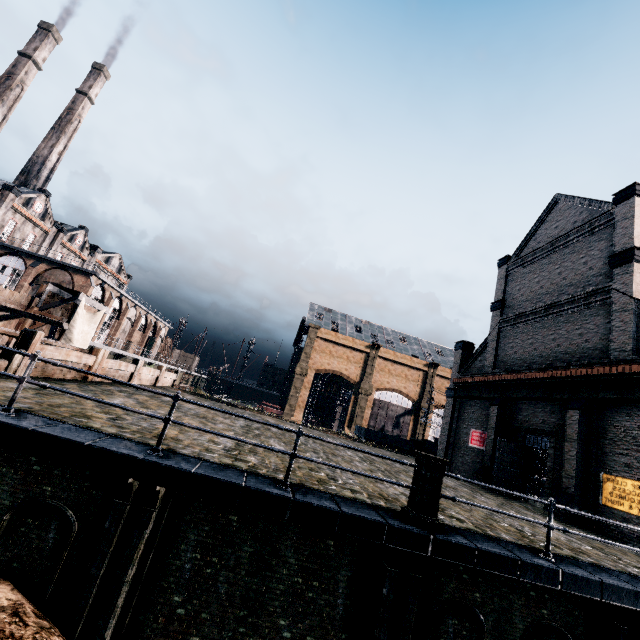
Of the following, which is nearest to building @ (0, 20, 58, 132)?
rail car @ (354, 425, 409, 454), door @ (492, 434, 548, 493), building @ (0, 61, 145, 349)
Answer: building @ (0, 61, 145, 349)

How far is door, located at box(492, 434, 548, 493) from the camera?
19.3 meters

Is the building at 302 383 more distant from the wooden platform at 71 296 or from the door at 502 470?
the wooden platform at 71 296

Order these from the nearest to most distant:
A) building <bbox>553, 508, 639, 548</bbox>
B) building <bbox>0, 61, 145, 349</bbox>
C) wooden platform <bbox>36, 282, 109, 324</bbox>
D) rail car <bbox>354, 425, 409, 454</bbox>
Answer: building <bbox>553, 508, 639, 548</bbox>
wooden platform <bbox>36, 282, 109, 324</bbox>
building <bbox>0, 61, 145, 349</bbox>
rail car <bbox>354, 425, 409, 454</bbox>

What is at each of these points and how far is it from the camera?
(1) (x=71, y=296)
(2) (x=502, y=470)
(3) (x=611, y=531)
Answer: (1) wooden platform, 28.2m
(2) door, 19.5m
(3) building, 14.3m

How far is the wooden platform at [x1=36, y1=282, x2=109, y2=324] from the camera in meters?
25.0 m

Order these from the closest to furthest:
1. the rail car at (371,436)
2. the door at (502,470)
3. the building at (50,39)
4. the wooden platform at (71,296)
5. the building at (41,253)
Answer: the door at (502,470)
the wooden platform at (71,296)
the building at (41,253)
the rail car at (371,436)
the building at (50,39)

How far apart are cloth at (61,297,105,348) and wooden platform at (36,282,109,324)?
0.01m
